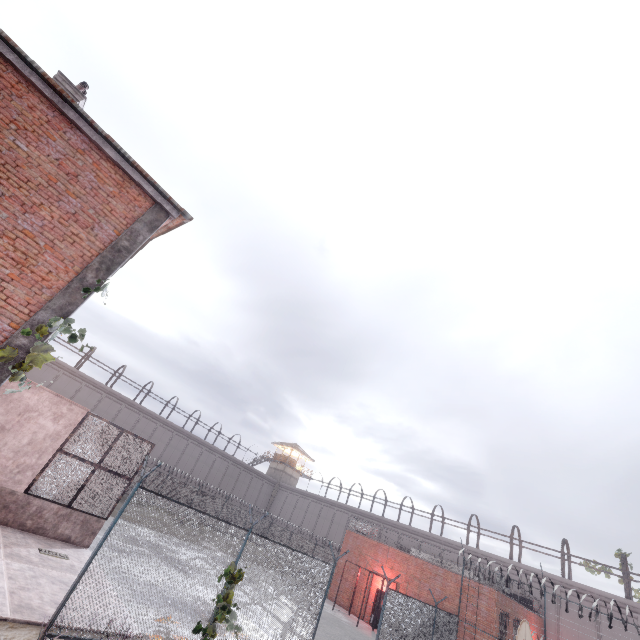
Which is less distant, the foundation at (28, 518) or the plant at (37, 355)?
the plant at (37, 355)

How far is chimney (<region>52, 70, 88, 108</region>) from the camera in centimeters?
919cm

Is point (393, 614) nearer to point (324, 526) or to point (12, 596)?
point (12, 596)

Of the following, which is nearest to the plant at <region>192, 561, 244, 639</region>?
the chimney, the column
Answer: the column

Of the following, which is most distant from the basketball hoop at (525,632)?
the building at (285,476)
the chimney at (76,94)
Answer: the building at (285,476)

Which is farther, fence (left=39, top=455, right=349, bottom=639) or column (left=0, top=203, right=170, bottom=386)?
fence (left=39, top=455, right=349, bottom=639)

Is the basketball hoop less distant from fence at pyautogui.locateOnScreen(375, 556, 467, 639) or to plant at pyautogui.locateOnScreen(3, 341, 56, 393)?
fence at pyautogui.locateOnScreen(375, 556, 467, 639)

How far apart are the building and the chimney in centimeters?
5380cm
